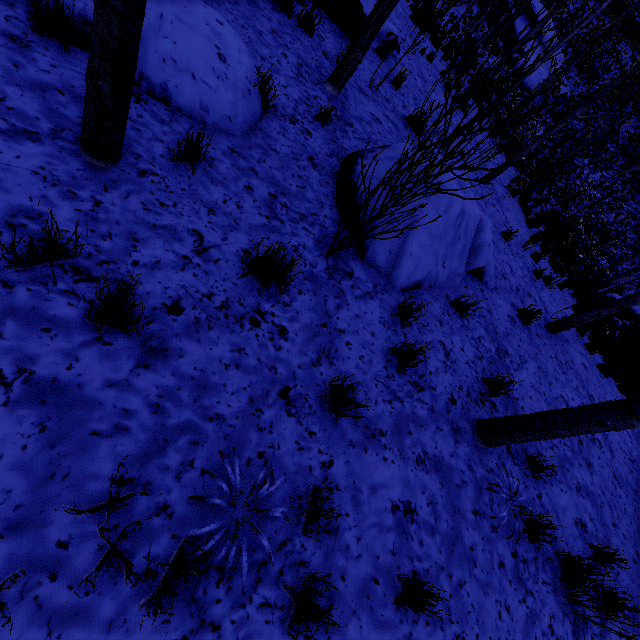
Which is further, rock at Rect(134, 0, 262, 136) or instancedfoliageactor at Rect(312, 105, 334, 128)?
instancedfoliageactor at Rect(312, 105, 334, 128)

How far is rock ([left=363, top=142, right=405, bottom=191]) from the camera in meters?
3.8

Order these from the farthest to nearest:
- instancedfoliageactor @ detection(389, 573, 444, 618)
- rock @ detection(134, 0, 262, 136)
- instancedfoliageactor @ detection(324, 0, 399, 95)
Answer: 1. instancedfoliageactor @ detection(324, 0, 399, 95)
2. rock @ detection(134, 0, 262, 136)
3. instancedfoliageactor @ detection(389, 573, 444, 618)

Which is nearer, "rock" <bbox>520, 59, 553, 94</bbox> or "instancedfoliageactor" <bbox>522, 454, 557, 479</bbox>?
"instancedfoliageactor" <bbox>522, 454, 557, 479</bbox>

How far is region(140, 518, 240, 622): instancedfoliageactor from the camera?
1.4 meters

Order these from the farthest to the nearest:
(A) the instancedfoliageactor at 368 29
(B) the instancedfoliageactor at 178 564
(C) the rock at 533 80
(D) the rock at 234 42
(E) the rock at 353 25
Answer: (C) the rock at 533 80
(E) the rock at 353 25
(A) the instancedfoliageactor at 368 29
(D) the rock at 234 42
(B) the instancedfoliageactor at 178 564

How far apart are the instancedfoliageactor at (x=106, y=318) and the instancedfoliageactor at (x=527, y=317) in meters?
6.0

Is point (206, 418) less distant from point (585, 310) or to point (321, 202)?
point (321, 202)
